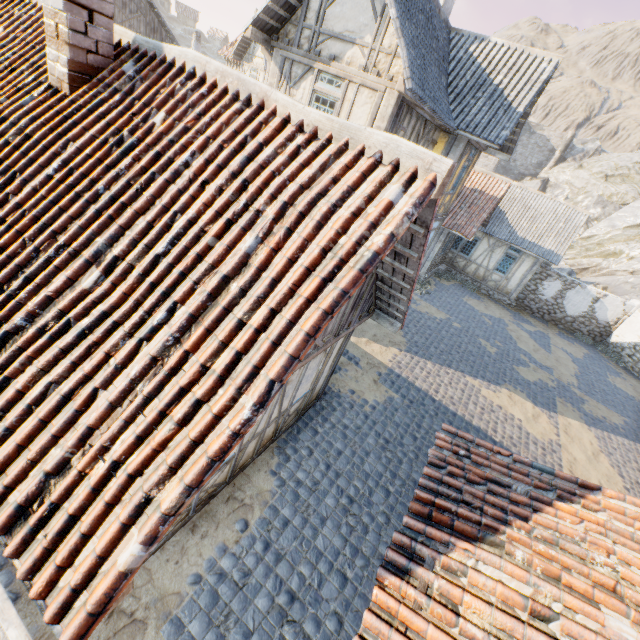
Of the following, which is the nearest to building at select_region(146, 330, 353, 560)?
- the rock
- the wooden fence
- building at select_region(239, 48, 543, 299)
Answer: the wooden fence

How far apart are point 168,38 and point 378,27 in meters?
22.2 m

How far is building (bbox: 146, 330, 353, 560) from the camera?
5.1 meters

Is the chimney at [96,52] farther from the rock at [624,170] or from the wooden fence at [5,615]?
the rock at [624,170]

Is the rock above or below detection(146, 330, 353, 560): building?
above

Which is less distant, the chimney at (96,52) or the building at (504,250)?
the chimney at (96,52)

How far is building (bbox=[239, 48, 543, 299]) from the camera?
8.1m

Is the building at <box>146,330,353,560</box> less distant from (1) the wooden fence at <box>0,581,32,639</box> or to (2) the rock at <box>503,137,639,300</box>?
(1) the wooden fence at <box>0,581,32,639</box>
